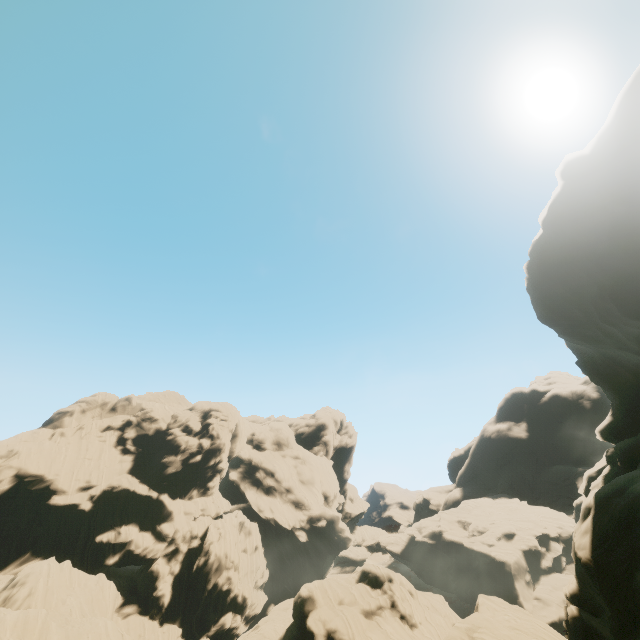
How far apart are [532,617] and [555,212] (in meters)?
34.03
